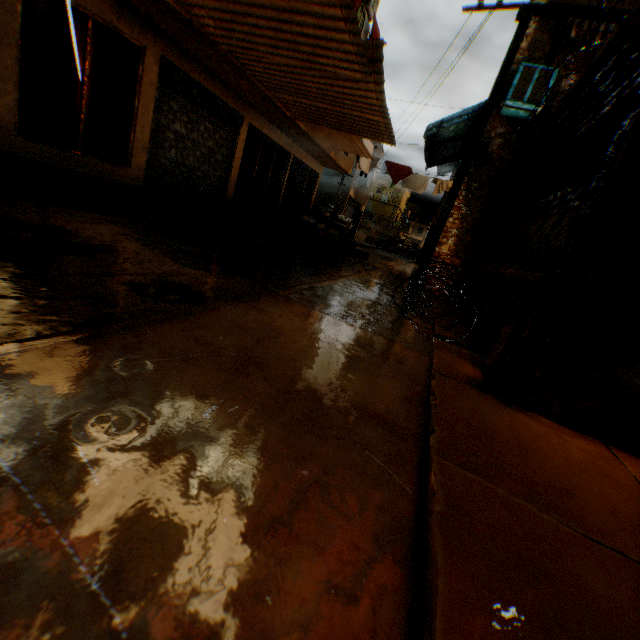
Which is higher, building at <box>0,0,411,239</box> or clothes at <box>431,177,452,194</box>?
clothes at <box>431,177,452,194</box>

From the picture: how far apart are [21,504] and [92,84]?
8.22m

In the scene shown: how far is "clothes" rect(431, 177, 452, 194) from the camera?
14.4 meters

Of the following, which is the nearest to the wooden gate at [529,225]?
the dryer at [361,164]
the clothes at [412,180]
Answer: the dryer at [361,164]

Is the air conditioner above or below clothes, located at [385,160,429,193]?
above

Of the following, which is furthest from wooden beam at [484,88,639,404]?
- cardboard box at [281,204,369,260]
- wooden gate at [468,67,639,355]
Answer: cardboard box at [281,204,369,260]

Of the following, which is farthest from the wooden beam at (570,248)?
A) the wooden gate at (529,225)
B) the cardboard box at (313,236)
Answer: the cardboard box at (313,236)

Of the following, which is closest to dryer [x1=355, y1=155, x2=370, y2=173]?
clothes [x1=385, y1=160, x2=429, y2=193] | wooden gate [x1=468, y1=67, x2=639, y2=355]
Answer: clothes [x1=385, y1=160, x2=429, y2=193]
